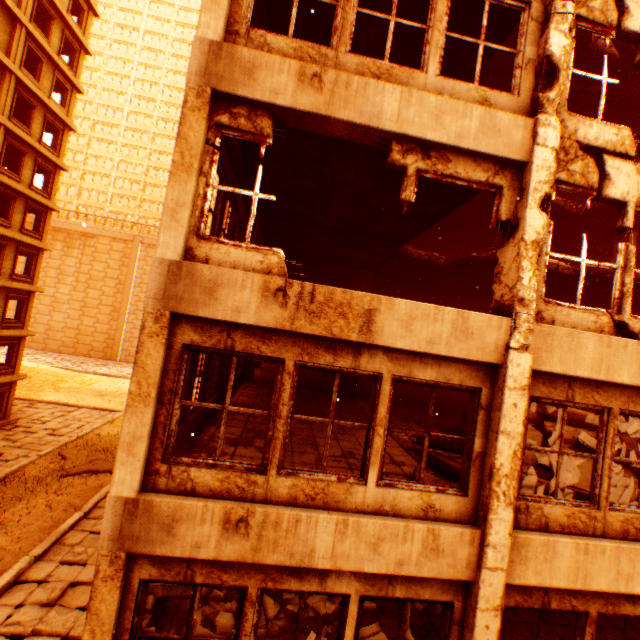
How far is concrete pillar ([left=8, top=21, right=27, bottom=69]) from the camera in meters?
18.1 m

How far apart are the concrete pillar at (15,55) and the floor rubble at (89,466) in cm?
2237

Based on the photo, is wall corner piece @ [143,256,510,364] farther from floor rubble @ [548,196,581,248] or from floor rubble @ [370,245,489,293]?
floor rubble @ [548,196,581,248]

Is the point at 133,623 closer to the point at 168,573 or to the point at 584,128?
the point at 168,573

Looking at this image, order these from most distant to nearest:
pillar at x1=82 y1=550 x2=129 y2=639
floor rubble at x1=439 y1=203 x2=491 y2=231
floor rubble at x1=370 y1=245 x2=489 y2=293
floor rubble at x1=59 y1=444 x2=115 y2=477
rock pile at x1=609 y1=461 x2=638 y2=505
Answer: floor rubble at x1=59 y1=444 x2=115 y2=477, floor rubble at x1=439 y1=203 x2=491 y2=231, floor rubble at x1=370 y1=245 x2=489 y2=293, rock pile at x1=609 y1=461 x2=638 y2=505, pillar at x1=82 y1=550 x2=129 y2=639

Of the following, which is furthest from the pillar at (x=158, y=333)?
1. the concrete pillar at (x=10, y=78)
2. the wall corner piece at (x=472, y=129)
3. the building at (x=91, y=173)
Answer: the building at (x=91, y=173)

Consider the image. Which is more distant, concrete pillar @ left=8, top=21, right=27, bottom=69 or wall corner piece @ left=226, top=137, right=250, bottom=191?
concrete pillar @ left=8, top=21, right=27, bottom=69

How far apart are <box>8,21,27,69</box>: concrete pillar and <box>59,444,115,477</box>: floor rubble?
22.4 meters
